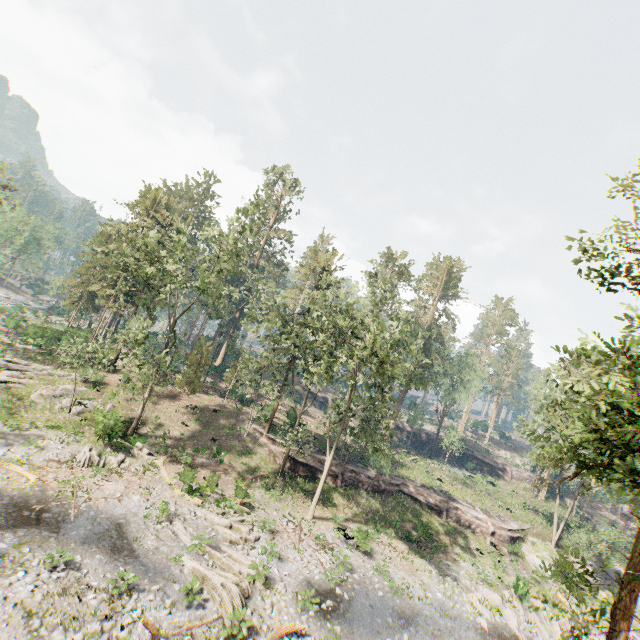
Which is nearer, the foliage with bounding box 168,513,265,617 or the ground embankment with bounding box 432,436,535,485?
the foliage with bounding box 168,513,265,617

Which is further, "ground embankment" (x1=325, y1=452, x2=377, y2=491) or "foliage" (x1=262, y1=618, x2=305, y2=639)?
"ground embankment" (x1=325, y1=452, x2=377, y2=491)

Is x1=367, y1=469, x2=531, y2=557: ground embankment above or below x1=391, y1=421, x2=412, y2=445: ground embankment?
below

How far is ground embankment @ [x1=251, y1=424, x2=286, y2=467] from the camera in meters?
32.4

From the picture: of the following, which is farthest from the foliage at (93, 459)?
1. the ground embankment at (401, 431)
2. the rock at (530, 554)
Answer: the ground embankment at (401, 431)

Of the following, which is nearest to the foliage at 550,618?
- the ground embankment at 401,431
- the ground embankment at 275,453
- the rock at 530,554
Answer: the ground embankment at 275,453

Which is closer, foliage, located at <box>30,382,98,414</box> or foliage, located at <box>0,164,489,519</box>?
foliage, located at <box>0,164,489,519</box>

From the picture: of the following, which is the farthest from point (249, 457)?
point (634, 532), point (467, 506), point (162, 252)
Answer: point (634, 532)
